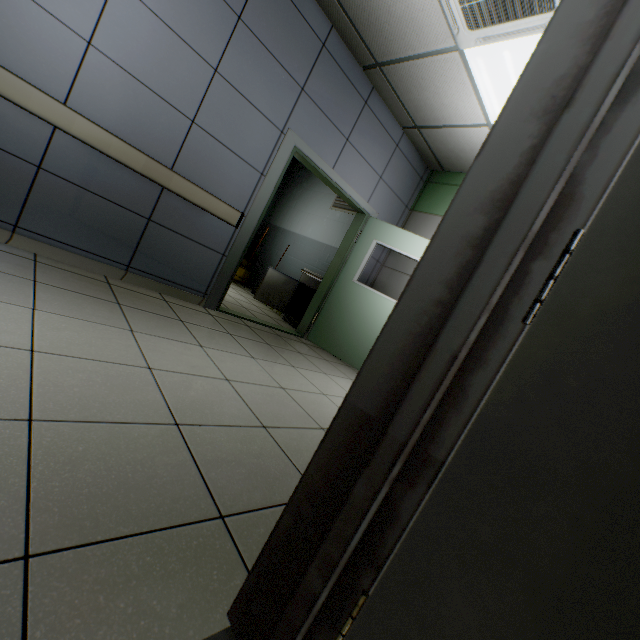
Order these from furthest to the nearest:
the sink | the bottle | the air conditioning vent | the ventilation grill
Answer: the bottle < the ventilation grill < the sink < the air conditioning vent

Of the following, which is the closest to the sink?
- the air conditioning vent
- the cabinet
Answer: the cabinet

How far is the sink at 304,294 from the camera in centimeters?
529cm

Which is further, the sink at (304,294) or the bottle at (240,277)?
the bottle at (240,277)

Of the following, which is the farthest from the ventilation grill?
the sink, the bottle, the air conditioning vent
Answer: the air conditioning vent

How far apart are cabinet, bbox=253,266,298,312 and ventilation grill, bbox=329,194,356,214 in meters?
1.7 m

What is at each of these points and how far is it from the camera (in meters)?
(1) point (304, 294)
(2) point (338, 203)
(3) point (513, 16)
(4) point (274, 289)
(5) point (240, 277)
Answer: (1) sink, 5.78
(2) ventilation grill, 6.32
(3) air conditioning vent, 2.35
(4) cabinet, 5.61
(5) bottle, 6.99

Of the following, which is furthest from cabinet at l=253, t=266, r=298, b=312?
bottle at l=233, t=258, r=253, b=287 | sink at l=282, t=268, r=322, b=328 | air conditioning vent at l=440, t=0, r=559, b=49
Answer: air conditioning vent at l=440, t=0, r=559, b=49
